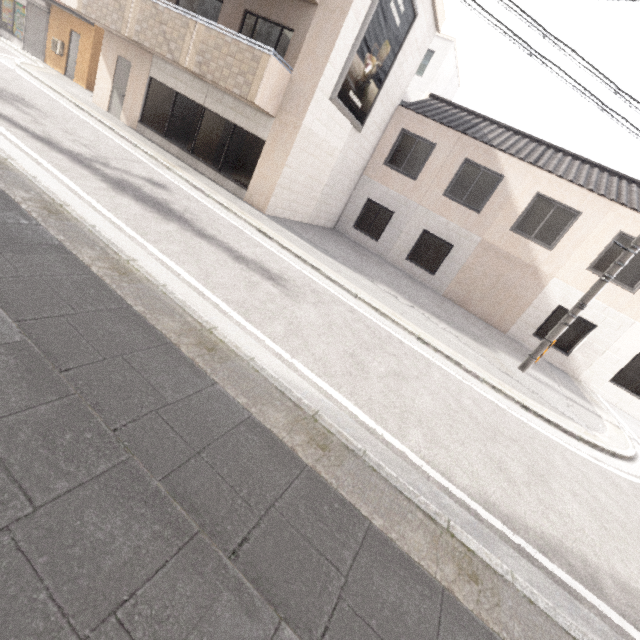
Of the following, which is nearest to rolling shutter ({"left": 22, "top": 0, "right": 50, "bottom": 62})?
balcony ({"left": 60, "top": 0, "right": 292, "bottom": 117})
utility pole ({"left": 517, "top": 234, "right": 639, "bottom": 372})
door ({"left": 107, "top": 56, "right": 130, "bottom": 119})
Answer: balcony ({"left": 60, "top": 0, "right": 292, "bottom": 117})

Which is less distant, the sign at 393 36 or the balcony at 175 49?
the balcony at 175 49

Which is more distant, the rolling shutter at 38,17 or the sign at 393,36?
the rolling shutter at 38,17

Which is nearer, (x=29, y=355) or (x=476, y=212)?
(x=29, y=355)

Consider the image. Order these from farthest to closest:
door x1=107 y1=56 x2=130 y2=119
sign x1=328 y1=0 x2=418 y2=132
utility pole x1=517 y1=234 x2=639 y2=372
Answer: door x1=107 y1=56 x2=130 y2=119 → sign x1=328 y1=0 x2=418 y2=132 → utility pole x1=517 y1=234 x2=639 y2=372

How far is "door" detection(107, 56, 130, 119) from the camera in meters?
12.4

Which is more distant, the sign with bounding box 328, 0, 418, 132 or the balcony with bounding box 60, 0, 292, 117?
the sign with bounding box 328, 0, 418, 132

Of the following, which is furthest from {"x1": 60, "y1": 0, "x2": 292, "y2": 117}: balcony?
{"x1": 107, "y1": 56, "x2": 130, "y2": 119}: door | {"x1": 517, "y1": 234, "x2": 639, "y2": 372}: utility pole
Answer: {"x1": 517, "y1": 234, "x2": 639, "y2": 372}: utility pole
